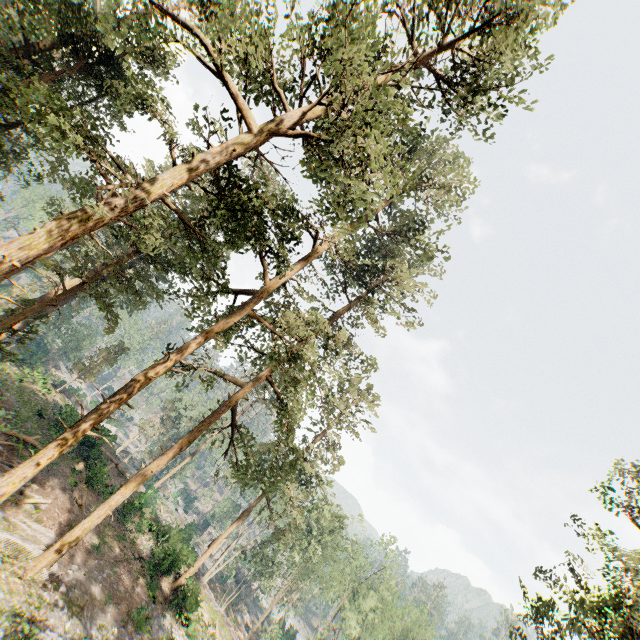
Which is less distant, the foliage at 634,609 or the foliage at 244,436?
the foliage at 244,436

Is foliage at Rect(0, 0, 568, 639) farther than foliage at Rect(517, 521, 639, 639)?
No

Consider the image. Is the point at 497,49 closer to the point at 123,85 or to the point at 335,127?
the point at 335,127
